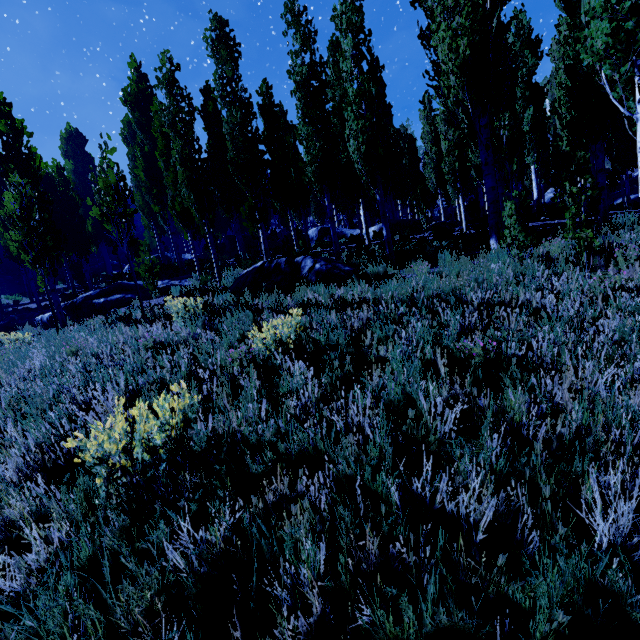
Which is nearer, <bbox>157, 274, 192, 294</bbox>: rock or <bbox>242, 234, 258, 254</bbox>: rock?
<bbox>157, 274, 192, 294</bbox>: rock

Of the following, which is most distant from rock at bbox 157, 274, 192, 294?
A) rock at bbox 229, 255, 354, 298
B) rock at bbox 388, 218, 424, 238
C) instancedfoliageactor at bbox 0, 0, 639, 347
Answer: rock at bbox 388, 218, 424, 238

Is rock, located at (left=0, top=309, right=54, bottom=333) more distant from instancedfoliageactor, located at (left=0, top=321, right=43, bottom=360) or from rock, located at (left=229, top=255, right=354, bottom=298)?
rock, located at (left=229, top=255, right=354, bottom=298)

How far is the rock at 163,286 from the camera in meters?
14.0

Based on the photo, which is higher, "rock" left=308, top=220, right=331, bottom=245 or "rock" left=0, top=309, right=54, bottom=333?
"rock" left=308, top=220, right=331, bottom=245

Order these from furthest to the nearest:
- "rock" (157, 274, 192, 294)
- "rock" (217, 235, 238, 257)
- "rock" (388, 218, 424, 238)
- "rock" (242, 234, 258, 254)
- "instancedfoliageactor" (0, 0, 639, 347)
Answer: "rock" (217, 235, 238, 257), "rock" (242, 234, 258, 254), "rock" (388, 218, 424, 238), "rock" (157, 274, 192, 294), "instancedfoliageactor" (0, 0, 639, 347)

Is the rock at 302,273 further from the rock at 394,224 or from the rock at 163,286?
the rock at 394,224

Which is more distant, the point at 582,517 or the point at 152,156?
the point at 152,156
